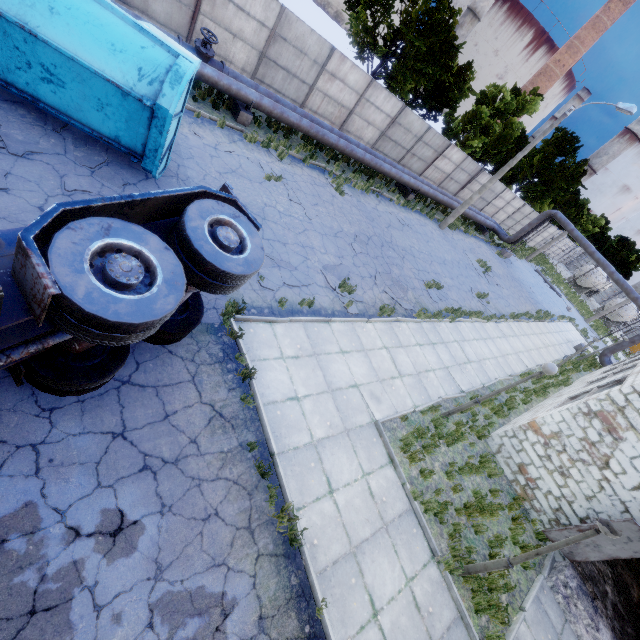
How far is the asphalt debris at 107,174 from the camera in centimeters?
739cm

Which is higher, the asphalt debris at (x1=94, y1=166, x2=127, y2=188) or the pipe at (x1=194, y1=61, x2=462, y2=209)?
the pipe at (x1=194, y1=61, x2=462, y2=209)

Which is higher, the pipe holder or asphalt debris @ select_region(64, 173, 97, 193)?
the pipe holder

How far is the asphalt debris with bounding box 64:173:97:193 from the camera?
6.7m

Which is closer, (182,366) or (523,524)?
(182,366)

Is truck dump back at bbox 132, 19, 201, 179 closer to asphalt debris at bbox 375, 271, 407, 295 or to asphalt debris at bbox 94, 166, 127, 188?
asphalt debris at bbox 94, 166, 127, 188

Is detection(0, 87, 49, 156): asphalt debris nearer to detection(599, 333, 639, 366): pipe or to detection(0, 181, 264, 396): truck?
detection(0, 181, 264, 396): truck

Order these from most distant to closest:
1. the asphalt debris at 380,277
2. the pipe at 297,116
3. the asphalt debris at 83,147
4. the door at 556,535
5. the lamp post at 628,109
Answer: the lamp post at 628,109
the asphalt debris at 380,277
the pipe at 297,116
the door at 556,535
the asphalt debris at 83,147
